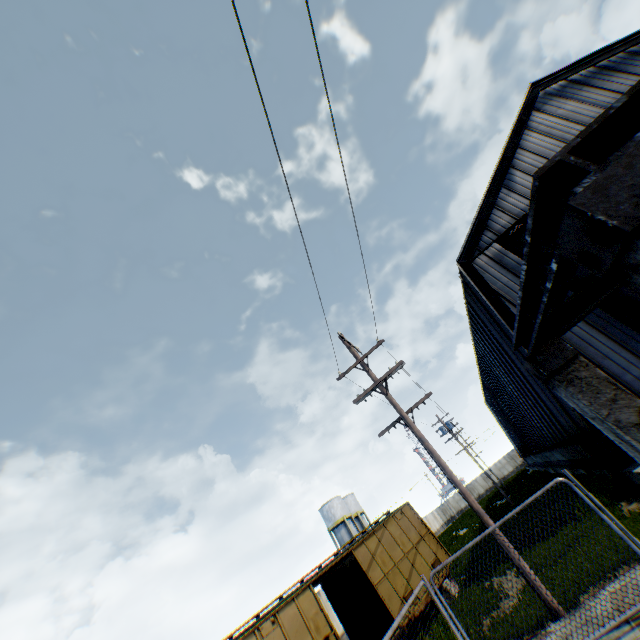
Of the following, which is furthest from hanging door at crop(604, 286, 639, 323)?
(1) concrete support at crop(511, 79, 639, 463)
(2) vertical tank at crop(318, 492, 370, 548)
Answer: (2) vertical tank at crop(318, 492, 370, 548)

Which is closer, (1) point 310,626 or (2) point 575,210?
(2) point 575,210

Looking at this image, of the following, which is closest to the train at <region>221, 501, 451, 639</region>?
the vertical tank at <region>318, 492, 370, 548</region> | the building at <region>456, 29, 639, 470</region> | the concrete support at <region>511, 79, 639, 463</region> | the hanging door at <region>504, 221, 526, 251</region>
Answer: the building at <region>456, 29, 639, 470</region>

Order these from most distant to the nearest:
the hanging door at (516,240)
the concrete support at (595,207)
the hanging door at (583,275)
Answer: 1. the hanging door at (516,240)
2. the hanging door at (583,275)
3. the concrete support at (595,207)

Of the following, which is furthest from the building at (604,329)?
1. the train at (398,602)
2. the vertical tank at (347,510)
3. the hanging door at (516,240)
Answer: the vertical tank at (347,510)

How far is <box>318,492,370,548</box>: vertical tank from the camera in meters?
47.5 m

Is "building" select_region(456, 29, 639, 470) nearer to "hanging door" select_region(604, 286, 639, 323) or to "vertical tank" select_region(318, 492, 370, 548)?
"hanging door" select_region(604, 286, 639, 323)

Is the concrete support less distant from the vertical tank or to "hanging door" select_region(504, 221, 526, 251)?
"hanging door" select_region(504, 221, 526, 251)
